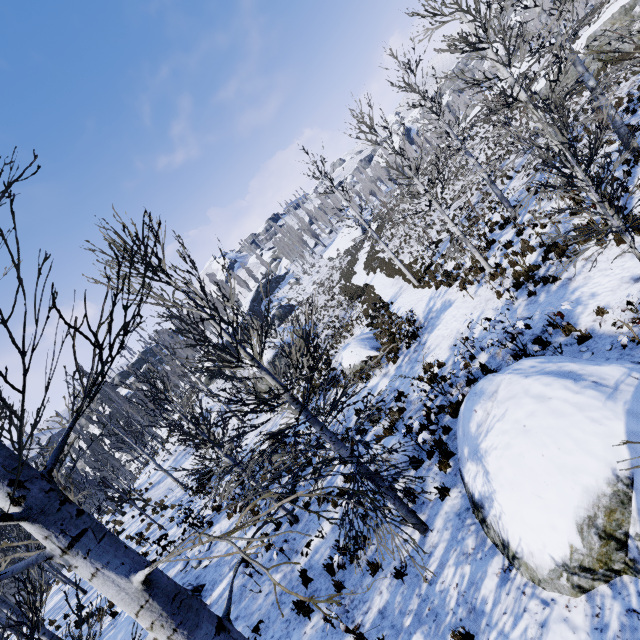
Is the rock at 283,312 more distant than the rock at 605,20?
Yes

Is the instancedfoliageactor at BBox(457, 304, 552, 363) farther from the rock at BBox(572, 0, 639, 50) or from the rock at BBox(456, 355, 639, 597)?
the rock at BBox(572, 0, 639, 50)

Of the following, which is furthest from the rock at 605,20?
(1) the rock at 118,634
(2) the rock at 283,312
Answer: (2) the rock at 283,312

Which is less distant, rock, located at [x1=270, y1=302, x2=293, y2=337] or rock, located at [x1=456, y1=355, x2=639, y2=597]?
rock, located at [x1=456, y1=355, x2=639, y2=597]

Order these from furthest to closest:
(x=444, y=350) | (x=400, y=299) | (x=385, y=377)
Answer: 1. (x=400, y=299)
2. (x=385, y=377)
3. (x=444, y=350)

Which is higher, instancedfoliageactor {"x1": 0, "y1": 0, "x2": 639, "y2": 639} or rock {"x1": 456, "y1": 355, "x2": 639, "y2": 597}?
instancedfoliageactor {"x1": 0, "y1": 0, "x2": 639, "y2": 639}

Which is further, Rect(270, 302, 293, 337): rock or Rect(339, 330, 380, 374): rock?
Rect(270, 302, 293, 337): rock

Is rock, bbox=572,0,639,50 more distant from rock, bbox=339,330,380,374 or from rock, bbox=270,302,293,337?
rock, bbox=270,302,293,337
